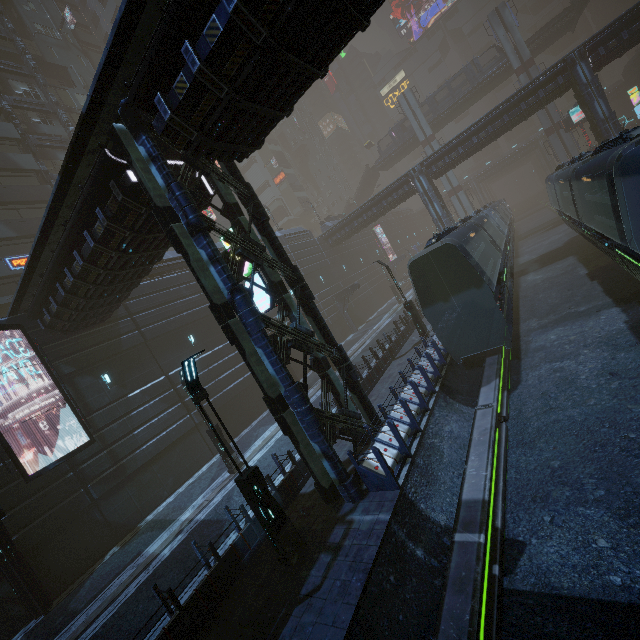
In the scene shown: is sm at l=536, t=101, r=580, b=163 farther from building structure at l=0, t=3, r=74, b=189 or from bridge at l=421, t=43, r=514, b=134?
building structure at l=0, t=3, r=74, b=189

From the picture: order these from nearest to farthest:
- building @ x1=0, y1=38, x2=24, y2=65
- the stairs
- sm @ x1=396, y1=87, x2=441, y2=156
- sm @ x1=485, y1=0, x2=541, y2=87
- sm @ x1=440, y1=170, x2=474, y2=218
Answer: building @ x1=0, y1=38, x2=24, y2=65 → the stairs → sm @ x1=485, y1=0, x2=541, y2=87 → sm @ x1=396, y1=87, x2=441, y2=156 → sm @ x1=440, y1=170, x2=474, y2=218

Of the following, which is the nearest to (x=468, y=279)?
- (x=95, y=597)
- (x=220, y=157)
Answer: (x=220, y=157)

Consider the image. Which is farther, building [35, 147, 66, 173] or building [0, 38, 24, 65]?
building [0, 38, 24, 65]

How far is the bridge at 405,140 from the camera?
53.3 meters

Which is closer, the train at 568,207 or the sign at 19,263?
the train at 568,207

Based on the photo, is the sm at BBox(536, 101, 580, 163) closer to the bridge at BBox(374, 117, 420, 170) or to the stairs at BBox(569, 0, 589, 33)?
the bridge at BBox(374, 117, 420, 170)

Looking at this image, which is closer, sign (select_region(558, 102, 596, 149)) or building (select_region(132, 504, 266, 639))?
building (select_region(132, 504, 266, 639))
